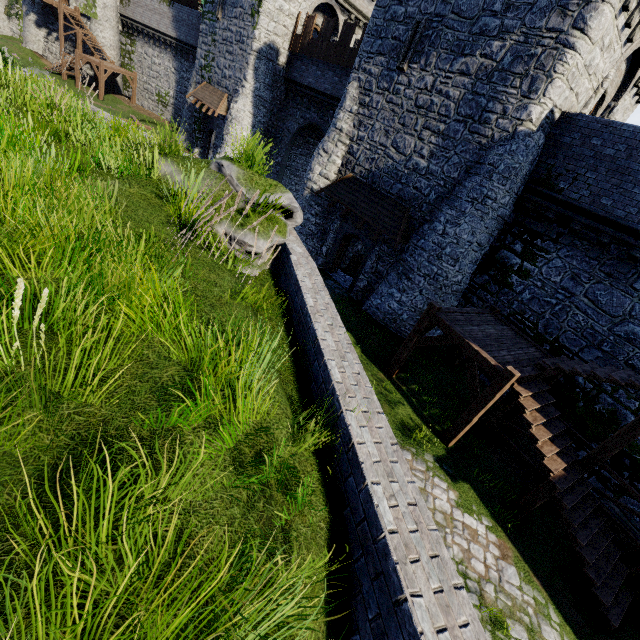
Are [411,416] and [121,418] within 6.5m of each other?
no

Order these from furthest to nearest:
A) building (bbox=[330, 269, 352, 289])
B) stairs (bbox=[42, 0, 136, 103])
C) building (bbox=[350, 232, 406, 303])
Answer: stairs (bbox=[42, 0, 136, 103]), building (bbox=[330, 269, 352, 289]), building (bbox=[350, 232, 406, 303])

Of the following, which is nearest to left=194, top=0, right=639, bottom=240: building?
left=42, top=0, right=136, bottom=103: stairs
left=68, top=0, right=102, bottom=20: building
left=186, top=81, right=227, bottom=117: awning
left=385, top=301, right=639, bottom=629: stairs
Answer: left=186, top=81, right=227, bottom=117: awning

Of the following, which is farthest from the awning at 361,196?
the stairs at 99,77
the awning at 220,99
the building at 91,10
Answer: the building at 91,10

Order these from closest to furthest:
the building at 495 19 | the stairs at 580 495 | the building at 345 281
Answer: the stairs at 580 495, the building at 495 19, the building at 345 281

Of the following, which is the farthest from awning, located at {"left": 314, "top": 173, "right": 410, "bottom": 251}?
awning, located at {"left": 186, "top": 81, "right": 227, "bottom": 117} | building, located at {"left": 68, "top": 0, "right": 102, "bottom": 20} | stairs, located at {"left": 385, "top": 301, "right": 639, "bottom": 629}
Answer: building, located at {"left": 68, "top": 0, "right": 102, "bottom": 20}

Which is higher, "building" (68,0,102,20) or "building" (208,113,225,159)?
"building" (68,0,102,20)
